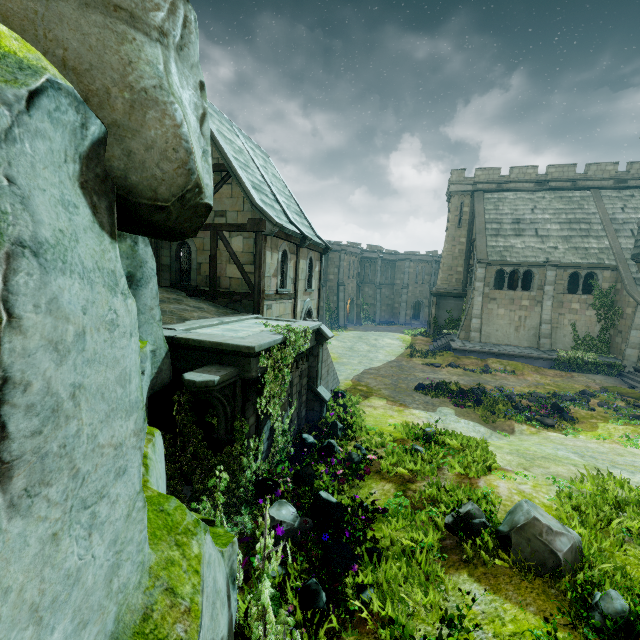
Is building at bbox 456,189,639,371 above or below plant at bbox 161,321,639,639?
above

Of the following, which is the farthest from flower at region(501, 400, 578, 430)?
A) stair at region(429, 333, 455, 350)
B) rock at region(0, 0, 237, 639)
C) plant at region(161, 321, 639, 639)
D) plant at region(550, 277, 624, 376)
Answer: rock at region(0, 0, 237, 639)

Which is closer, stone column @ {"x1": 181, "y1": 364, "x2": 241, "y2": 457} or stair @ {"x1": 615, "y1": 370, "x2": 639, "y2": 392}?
stone column @ {"x1": 181, "y1": 364, "x2": 241, "y2": 457}

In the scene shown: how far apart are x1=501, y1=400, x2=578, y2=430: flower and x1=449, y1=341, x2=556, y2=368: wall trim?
9.5 meters

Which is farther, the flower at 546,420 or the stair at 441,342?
the stair at 441,342

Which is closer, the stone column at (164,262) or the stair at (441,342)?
the stone column at (164,262)

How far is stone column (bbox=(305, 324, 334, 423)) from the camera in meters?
12.1 m

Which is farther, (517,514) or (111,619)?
(517,514)
